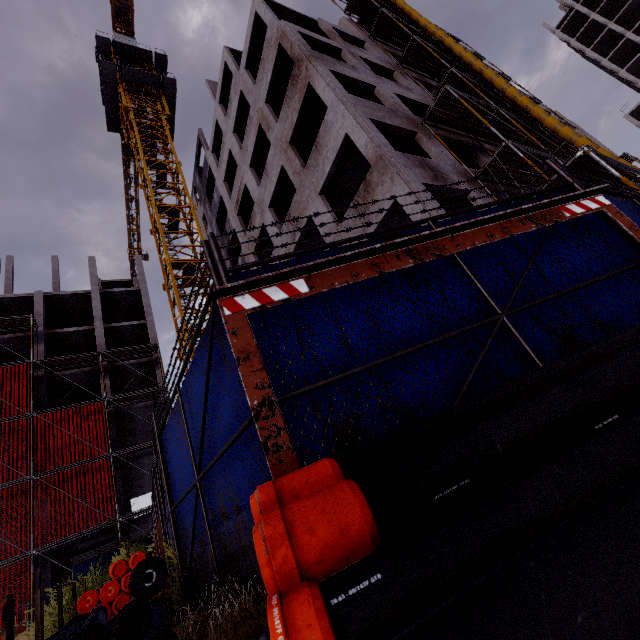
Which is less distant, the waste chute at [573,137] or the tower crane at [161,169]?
the waste chute at [573,137]

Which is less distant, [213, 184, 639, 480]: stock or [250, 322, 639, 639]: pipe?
[250, 322, 639, 639]: pipe

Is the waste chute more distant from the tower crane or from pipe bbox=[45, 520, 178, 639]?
pipe bbox=[45, 520, 178, 639]

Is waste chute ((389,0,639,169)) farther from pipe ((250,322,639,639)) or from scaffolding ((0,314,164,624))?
scaffolding ((0,314,164,624))

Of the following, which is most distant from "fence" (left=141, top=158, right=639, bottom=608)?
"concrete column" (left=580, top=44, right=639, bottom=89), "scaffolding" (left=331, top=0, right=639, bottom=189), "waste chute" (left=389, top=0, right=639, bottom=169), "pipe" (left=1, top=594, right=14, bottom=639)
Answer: "concrete column" (left=580, top=44, right=639, bottom=89)

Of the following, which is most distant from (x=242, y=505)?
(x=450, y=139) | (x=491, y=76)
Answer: (x=491, y=76)

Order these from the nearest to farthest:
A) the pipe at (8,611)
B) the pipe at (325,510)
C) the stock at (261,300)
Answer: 1. the pipe at (325,510)
2. the stock at (261,300)
3. the pipe at (8,611)

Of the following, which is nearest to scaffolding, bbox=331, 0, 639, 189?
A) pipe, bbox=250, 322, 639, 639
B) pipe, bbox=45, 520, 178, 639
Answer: pipe, bbox=250, 322, 639, 639
